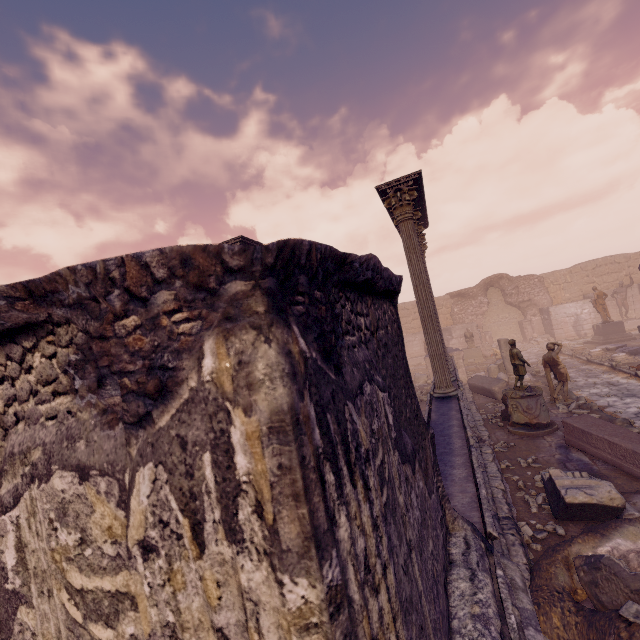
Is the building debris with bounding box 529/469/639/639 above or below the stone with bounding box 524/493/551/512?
above

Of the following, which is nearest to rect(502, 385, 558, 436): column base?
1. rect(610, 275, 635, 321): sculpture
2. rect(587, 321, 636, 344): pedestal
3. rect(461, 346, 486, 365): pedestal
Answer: rect(461, 346, 486, 365): pedestal

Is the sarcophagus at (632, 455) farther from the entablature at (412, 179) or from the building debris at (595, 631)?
the entablature at (412, 179)

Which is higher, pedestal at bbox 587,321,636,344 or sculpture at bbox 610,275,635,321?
sculpture at bbox 610,275,635,321

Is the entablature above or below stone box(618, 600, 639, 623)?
above

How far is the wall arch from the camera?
25.4 meters

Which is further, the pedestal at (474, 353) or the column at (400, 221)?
the pedestal at (474, 353)

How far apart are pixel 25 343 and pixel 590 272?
32.0m
